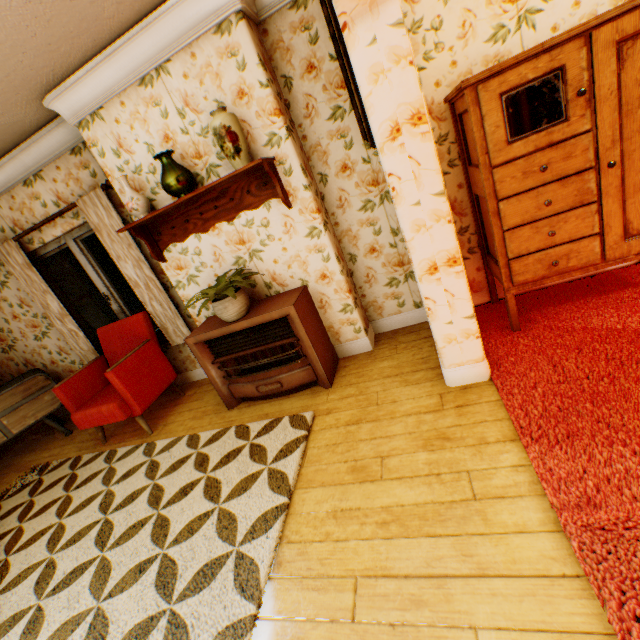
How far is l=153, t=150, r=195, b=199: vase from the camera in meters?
2.6

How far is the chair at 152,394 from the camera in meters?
3.4

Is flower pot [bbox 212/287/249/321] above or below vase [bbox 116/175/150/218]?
below

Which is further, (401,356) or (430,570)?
(401,356)

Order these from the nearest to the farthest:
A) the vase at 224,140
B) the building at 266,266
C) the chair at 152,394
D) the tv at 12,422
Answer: the building at 266,266 < the vase at 224,140 < the chair at 152,394 < the tv at 12,422

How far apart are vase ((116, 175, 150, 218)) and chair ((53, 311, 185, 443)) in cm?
136

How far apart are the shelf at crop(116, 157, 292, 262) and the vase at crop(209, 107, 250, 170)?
0.1 meters

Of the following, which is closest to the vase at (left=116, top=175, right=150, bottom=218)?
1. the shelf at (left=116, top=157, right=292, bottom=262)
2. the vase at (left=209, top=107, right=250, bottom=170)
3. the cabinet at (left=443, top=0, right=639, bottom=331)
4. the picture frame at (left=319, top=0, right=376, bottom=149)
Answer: the shelf at (left=116, top=157, right=292, bottom=262)
